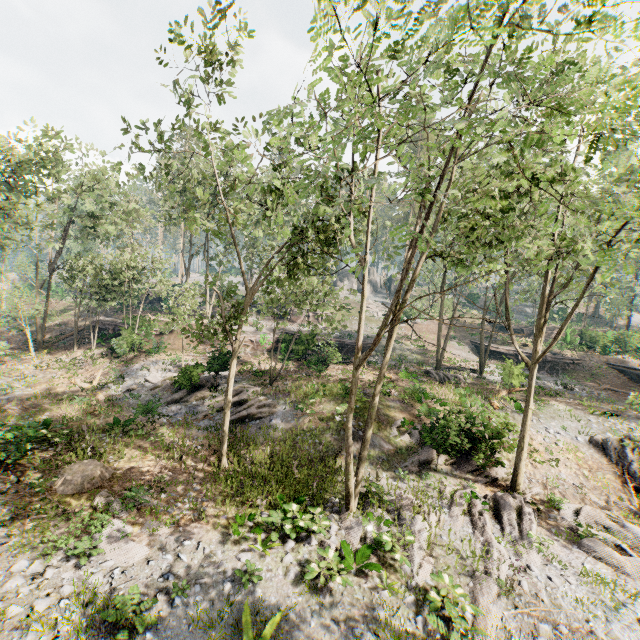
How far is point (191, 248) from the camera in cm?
3672

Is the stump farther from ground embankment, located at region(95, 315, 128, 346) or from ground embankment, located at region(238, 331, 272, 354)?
ground embankment, located at region(95, 315, 128, 346)

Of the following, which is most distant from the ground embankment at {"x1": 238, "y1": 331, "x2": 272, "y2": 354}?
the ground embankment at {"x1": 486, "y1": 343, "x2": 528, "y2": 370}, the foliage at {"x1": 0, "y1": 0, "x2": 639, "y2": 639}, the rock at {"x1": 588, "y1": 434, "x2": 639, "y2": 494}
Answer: the rock at {"x1": 588, "y1": 434, "x2": 639, "y2": 494}

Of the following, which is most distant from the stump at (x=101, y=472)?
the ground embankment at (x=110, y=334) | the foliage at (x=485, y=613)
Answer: the ground embankment at (x=110, y=334)

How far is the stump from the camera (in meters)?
11.94

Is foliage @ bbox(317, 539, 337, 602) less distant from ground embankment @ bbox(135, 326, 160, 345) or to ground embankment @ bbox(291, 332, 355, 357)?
ground embankment @ bbox(135, 326, 160, 345)

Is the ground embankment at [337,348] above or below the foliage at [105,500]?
above

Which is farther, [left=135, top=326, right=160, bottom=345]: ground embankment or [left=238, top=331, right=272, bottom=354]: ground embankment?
[left=238, top=331, right=272, bottom=354]: ground embankment
